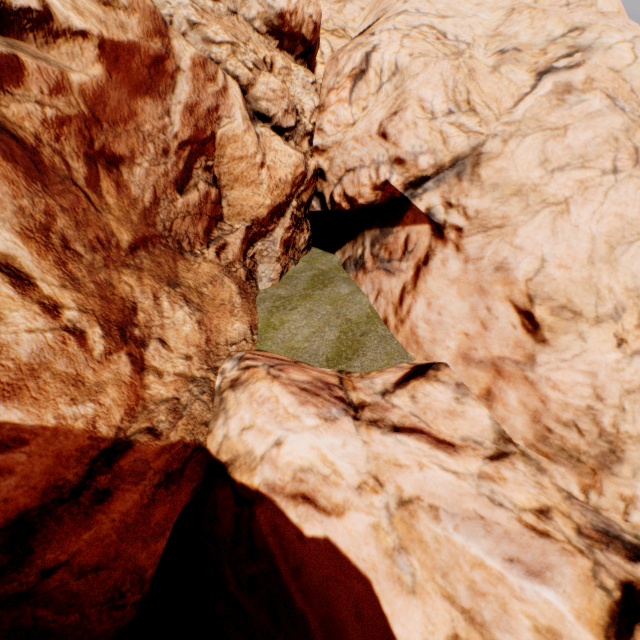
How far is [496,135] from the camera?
9.5m
